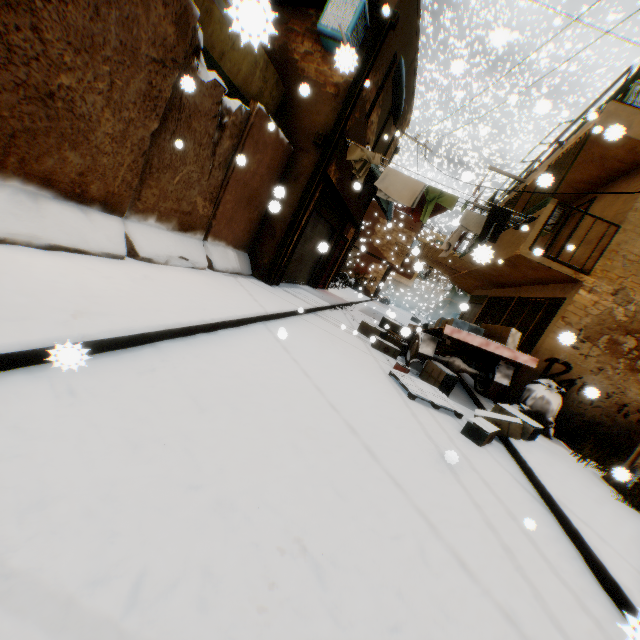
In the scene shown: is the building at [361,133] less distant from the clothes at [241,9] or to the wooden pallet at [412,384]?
the clothes at [241,9]

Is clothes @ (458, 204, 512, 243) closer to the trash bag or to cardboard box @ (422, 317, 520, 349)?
cardboard box @ (422, 317, 520, 349)

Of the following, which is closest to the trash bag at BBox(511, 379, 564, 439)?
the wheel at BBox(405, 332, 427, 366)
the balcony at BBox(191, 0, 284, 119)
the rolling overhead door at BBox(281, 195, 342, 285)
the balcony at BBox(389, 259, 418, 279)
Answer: the rolling overhead door at BBox(281, 195, 342, 285)

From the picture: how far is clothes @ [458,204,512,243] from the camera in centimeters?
755cm

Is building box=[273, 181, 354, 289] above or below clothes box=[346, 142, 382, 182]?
below

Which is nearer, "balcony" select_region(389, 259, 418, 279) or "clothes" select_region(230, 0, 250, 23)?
"clothes" select_region(230, 0, 250, 23)

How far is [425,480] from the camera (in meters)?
3.20

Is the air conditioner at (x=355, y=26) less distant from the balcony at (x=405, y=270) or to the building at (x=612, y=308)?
the building at (x=612, y=308)
